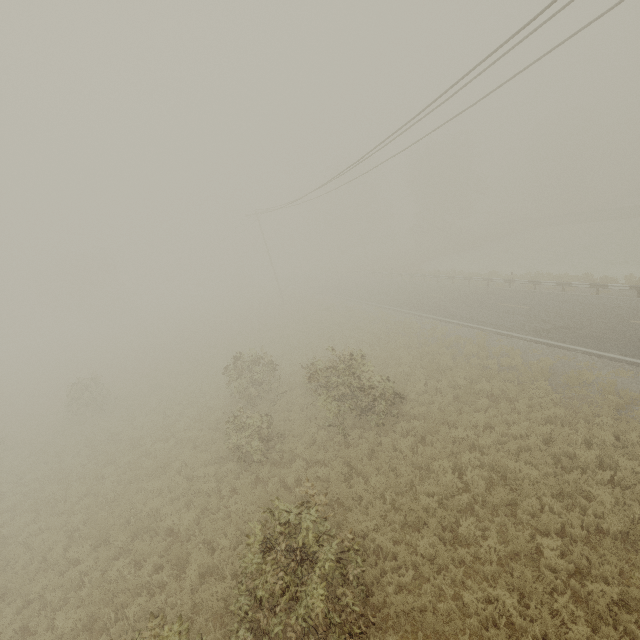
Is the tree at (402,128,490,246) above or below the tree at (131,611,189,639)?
above

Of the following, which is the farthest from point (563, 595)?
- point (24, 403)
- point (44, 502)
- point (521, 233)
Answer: point (521, 233)

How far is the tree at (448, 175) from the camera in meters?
48.4 m

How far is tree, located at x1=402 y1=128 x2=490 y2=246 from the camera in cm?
4838

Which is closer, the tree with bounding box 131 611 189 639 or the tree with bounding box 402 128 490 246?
the tree with bounding box 131 611 189 639

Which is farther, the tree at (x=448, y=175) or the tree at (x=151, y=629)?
the tree at (x=448, y=175)
